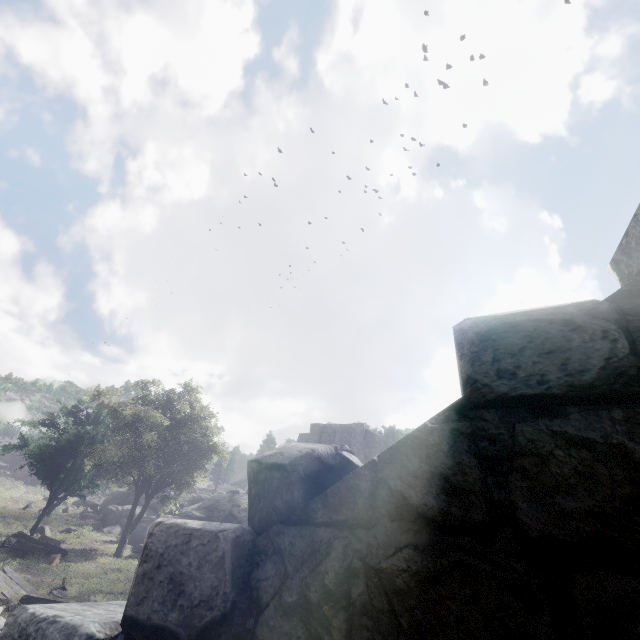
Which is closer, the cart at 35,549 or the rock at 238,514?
the cart at 35,549

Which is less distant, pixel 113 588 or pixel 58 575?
pixel 113 588

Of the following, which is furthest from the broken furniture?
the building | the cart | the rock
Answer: the rock

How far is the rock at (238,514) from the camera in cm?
3075

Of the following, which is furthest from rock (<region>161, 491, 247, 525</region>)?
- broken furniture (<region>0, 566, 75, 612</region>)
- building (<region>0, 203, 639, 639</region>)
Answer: broken furniture (<region>0, 566, 75, 612</region>)

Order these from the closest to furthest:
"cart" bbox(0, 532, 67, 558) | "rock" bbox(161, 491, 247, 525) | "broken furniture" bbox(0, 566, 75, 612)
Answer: "broken furniture" bbox(0, 566, 75, 612) < "cart" bbox(0, 532, 67, 558) < "rock" bbox(161, 491, 247, 525)

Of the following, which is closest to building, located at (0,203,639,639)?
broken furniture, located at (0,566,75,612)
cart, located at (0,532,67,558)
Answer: broken furniture, located at (0,566,75,612)
